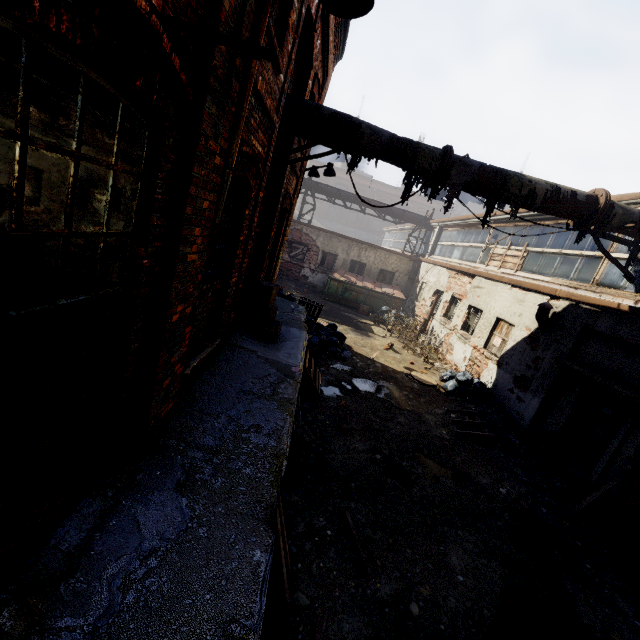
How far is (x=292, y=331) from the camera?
8.0m

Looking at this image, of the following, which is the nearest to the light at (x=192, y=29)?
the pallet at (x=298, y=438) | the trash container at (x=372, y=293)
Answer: the pallet at (x=298, y=438)

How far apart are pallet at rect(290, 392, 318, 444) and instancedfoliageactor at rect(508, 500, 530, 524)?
3.5 meters

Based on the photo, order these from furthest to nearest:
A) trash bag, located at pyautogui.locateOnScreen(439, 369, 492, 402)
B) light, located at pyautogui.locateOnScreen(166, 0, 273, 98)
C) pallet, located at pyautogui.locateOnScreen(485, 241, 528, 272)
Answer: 1. pallet, located at pyautogui.locateOnScreen(485, 241, 528, 272)
2. trash bag, located at pyautogui.locateOnScreen(439, 369, 492, 402)
3. light, located at pyautogui.locateOnScreen(166, 0, 273, 98)

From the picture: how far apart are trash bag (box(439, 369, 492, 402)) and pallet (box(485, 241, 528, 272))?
3.74m

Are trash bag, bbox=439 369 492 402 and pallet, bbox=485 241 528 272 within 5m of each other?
yes

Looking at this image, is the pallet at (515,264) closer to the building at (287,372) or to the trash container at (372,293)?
the trash container at (372,293)

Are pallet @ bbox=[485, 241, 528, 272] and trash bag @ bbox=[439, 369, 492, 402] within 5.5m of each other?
yes
